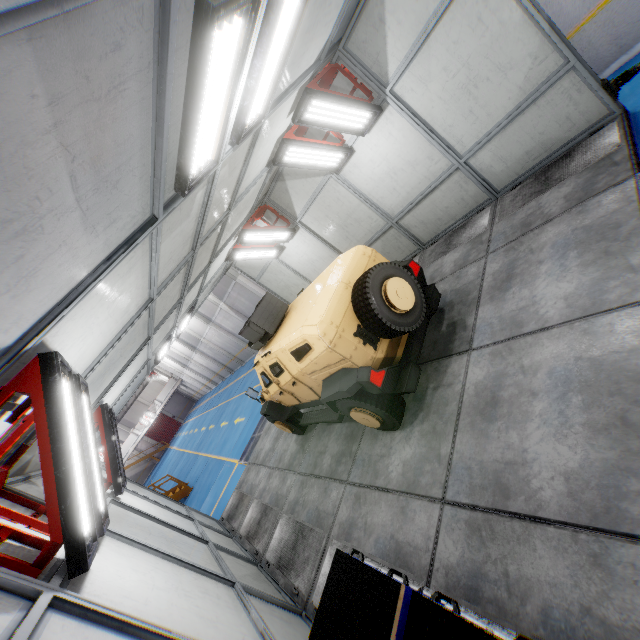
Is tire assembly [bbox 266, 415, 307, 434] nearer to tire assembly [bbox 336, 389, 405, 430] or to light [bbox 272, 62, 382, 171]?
tire assembly [bbox 336, 389, 405, 430]

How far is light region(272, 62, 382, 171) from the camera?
5.3m

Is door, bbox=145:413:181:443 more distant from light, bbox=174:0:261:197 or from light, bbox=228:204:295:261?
light, bbox=174:0:261:197

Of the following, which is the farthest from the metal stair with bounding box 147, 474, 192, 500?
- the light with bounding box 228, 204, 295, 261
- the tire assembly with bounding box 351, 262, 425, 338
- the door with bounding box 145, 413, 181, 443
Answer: the door with bounding box 145, 413, 181, 443

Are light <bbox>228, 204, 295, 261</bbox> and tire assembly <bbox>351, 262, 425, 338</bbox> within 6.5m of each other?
yes

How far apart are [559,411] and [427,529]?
1.8m

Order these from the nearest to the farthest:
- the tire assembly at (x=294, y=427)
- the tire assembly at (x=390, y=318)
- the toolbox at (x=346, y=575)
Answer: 1. the toolbox at (x=346, y=575)
2. the tire assembly at (x=390, y=318)
3. the tire assembly at (x=294, y=427)

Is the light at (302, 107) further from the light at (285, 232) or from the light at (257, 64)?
the light at (285, 232)
